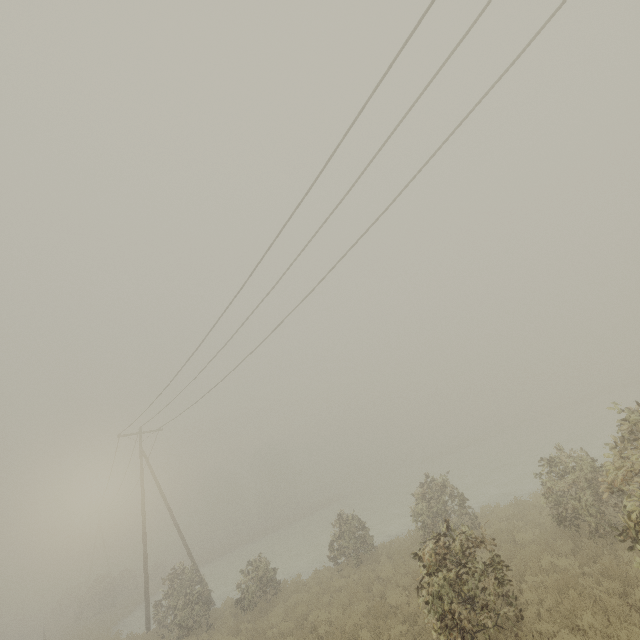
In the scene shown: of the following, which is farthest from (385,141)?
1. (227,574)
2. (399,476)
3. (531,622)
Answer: (399,476)
